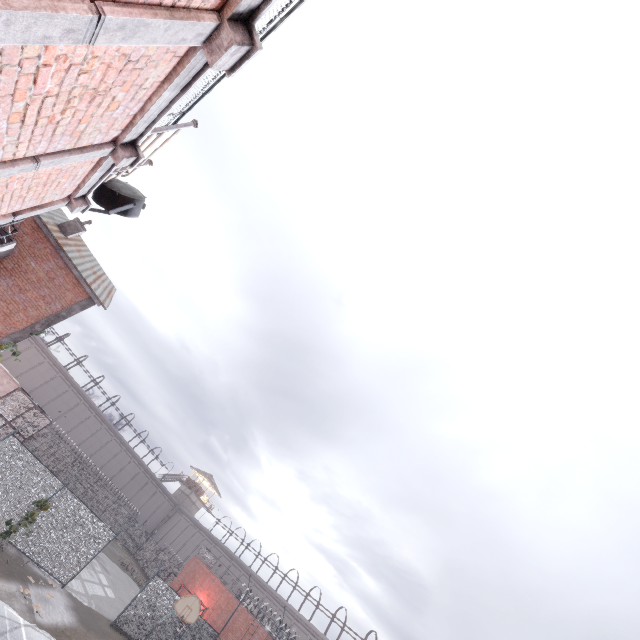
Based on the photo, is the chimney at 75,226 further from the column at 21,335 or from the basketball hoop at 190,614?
the basketball hoop at 190,614

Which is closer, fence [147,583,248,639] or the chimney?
the chimney

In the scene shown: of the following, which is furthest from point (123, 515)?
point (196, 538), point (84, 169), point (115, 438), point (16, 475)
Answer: point (84, 169)

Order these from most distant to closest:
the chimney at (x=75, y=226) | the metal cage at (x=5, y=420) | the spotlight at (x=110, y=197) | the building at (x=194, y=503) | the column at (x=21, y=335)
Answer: the building at (x=194, y=503)
the metal cage at (x=5, y=420)
the chimney at (x=75, y=226)
the column at (x=21, y=335)
the spotlight at (x=110, y=197)

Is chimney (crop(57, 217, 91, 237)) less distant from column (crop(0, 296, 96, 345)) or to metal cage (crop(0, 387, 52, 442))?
→ column (crop(0, 296, 96, 345))

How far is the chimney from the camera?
17.8 meters

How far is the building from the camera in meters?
55.0 m

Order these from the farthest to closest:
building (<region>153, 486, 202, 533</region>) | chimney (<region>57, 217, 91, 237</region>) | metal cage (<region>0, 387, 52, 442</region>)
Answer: building (<region>153, 486, 202, 533</region>)
metal cage (<region>0, 387, 52, 442</region>)
chimney (<region>57, 217, 91, 237</region>)
